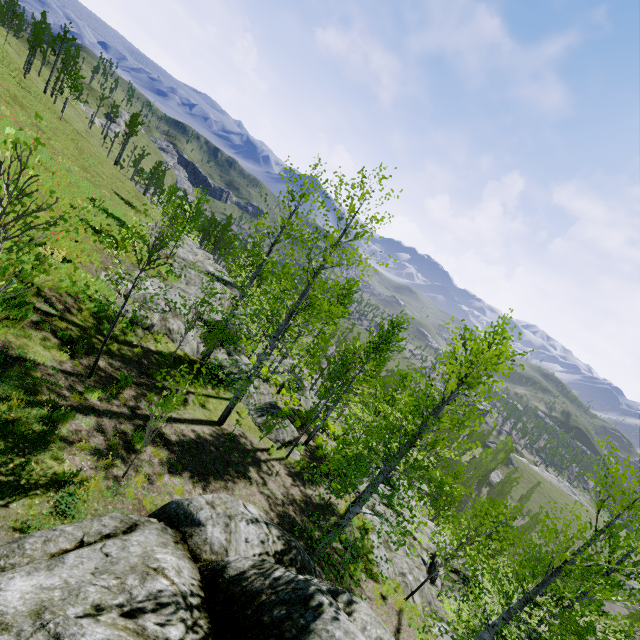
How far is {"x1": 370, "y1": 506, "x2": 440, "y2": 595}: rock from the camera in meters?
12.5

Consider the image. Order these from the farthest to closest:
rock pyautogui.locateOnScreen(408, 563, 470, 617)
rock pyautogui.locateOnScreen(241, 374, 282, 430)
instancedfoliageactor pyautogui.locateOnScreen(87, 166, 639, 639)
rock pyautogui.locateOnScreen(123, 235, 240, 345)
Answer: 1. rock pyautogui.locateOnScreen(241, 374, 282, 430)
2. rock pyautogui.locateOnScreen(123, 235, 240, 345)
3. rock pyautogui.locateOnScreen(408, 563, 470, 617)
4. instancedfoliageactor pyautogui.locateOnScreen(87, 166, 639, 639)

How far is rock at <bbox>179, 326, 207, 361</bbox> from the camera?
16.4m

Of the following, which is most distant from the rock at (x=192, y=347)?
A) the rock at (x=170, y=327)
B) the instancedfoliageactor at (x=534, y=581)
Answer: the instancedfoliageactor at (x=534, y=581)

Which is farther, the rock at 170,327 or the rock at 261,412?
the rock at 261,412

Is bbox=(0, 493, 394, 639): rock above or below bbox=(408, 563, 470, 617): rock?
above

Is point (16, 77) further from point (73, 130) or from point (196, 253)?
point (196, 253)
